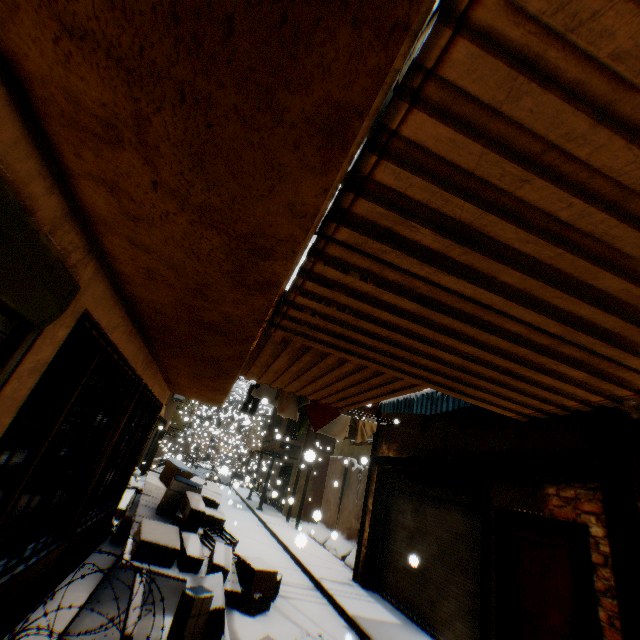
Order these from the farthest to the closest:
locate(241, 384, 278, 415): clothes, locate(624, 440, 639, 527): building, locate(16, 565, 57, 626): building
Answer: locate(241, 384, 278, 415): clothes → locate(624, 440, 639, 527): building → locate(16, 565, 57, 626): building

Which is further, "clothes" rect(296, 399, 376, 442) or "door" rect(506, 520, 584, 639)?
"clothes" rect(296, 399, 376, 442)

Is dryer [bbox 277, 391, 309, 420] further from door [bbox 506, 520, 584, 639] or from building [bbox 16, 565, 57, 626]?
door [bbox 506, 520, 584, 639]

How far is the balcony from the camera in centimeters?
1371cm

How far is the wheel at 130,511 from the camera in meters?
6.9

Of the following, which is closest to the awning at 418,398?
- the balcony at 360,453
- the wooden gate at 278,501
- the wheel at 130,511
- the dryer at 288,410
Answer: the dryer at 288,410

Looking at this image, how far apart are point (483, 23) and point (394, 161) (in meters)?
0.50

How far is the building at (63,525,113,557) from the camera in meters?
5.1
